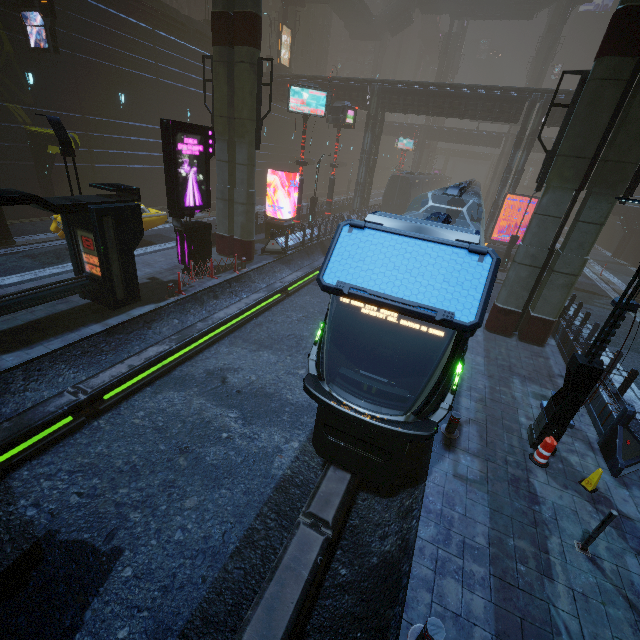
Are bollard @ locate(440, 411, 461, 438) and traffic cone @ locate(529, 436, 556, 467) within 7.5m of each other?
yes

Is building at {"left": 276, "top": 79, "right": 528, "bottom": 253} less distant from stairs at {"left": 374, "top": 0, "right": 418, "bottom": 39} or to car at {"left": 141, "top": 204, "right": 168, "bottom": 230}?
car at {"left": 141, "top": 204, "right": 168, "bottom": 230}

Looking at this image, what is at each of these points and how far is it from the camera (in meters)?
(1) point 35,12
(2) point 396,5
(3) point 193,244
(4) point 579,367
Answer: (1) sign, 15.69
(2) stairs, 53.38
(3) sign, 13.97
(4) street light, 6.72

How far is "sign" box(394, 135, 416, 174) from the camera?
48.44m

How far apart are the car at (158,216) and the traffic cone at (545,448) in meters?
18.6

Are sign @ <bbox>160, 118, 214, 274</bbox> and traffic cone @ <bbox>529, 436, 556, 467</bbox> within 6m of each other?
no

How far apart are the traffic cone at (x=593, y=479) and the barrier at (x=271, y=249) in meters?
16.4 m

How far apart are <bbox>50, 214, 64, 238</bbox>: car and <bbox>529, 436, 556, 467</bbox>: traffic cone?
18.58m
